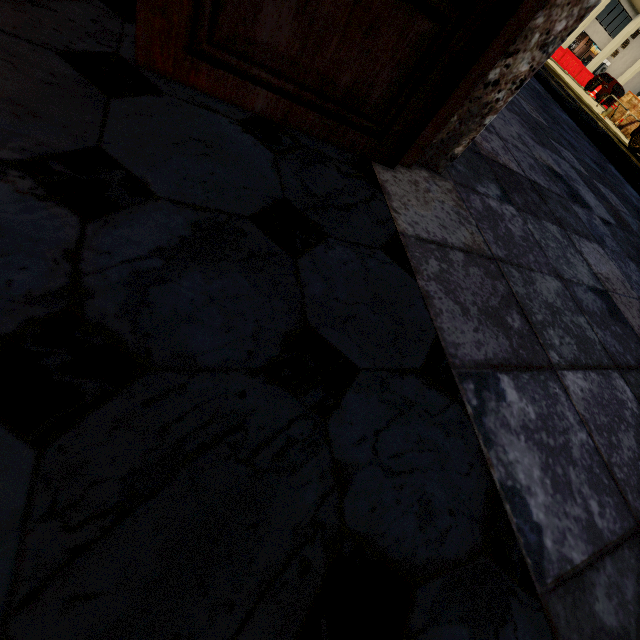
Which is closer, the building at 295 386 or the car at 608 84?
the building at 295 386

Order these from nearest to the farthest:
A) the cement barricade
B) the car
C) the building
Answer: the building, the car, the cement barricade

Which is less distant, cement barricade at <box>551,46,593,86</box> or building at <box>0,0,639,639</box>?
building at <box>0,0,639,639</box>

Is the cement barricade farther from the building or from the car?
the building

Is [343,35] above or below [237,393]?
above

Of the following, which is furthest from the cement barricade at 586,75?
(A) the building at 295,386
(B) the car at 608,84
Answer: (A) the building at 295,386

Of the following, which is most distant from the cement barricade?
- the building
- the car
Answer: the building
